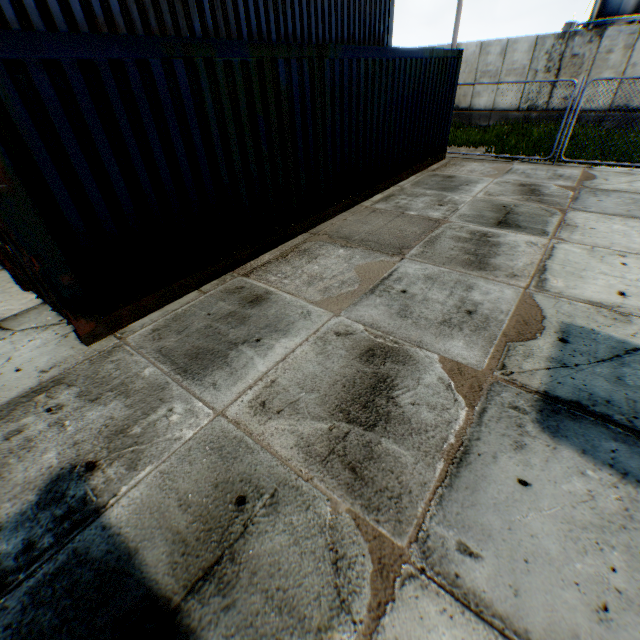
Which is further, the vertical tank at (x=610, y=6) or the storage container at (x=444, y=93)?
the vertical tank at (x=610, y=6)

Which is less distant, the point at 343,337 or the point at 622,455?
the point at 622,455

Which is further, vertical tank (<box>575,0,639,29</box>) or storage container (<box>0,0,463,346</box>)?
vertical tank (<box>575,0,639,29</box>)

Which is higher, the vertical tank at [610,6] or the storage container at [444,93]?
the vertical tank at [610,6]

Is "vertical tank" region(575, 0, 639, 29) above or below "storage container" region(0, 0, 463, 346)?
above
